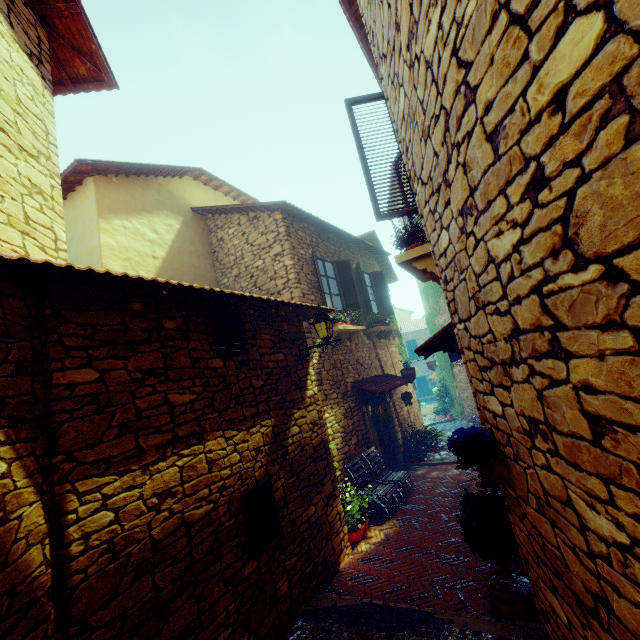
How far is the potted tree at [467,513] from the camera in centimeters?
360cm

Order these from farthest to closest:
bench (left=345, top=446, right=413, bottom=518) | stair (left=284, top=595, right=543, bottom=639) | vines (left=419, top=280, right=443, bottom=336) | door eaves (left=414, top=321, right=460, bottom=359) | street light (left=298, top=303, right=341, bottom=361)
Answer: vines (left=419, top=280, right=443, bottom=336) < bench (left=345, top=446, right=413, bottom=518) < street light (left=298, top=303, right=341, bottom=361) < door eaves (left=414, top=321, right=460, bottom=359) < stair (left=284, top=595, right=543, bottom=639)

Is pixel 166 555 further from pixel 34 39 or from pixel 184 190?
pixel 184 190

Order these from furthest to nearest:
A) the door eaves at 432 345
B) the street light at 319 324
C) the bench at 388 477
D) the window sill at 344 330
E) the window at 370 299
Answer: the window at 370 299 → the window sill at 344 330 → the bench at 388 477 → the street light at 319 324 → the door eaves at 432 345

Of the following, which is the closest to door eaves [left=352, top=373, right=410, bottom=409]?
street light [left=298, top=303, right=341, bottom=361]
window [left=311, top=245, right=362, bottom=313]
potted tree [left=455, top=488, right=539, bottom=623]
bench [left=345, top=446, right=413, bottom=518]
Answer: bench [left=345, top=446, right=413, bottom=518]

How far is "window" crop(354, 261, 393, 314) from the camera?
10.14m

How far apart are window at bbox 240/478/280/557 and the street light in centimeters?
217cm

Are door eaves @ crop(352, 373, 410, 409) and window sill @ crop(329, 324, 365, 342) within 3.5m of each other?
yes
